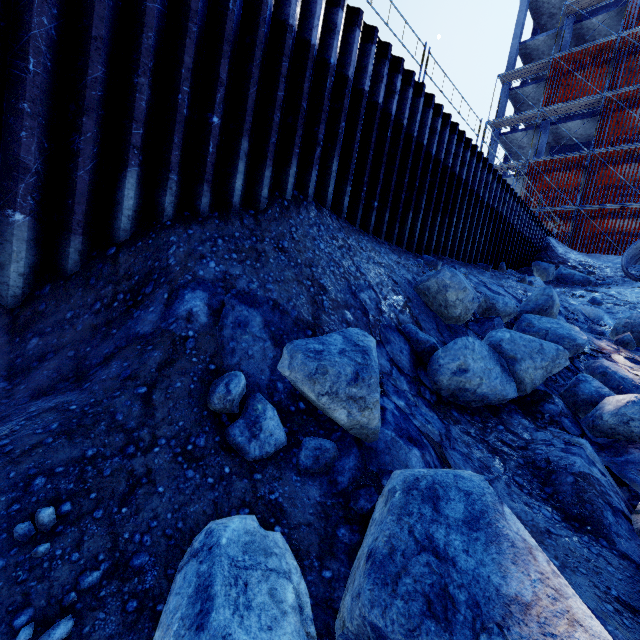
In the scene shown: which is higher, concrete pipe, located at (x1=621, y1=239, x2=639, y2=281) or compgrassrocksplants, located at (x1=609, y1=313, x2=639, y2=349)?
concrete pipe, located at (x1=621, y1=239, x2=639, y2=281)

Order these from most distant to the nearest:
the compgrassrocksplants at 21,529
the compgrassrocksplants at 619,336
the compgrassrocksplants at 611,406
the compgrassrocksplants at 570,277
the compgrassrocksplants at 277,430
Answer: the compgrassrocksplants at 570,277
the compgrassrocksplants at 619,336
the compgrassrocksplants at 611,406
the compgrassrocksplants at 277,430
the compgrassrocksplants at 21,529

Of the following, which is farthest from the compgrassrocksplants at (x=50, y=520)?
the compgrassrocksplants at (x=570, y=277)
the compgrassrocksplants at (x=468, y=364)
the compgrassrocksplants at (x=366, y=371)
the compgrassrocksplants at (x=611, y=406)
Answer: the compgrassrocksplants at (x=570, y=277)

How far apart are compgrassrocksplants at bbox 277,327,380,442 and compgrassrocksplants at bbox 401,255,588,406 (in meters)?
1.17

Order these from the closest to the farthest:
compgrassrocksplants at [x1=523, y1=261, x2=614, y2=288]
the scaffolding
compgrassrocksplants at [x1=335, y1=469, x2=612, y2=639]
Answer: compgrassrocksplants at [x1=335, y1=469, x2=612, y2=639], compgrassrocksplants at [x1=523, y1=261, x2=614, y2=288], the scaffolding

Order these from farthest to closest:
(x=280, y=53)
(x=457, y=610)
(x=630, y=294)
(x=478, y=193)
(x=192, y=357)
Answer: (x=630, y=294), (x=478, y=193), (x=280, y=53), (x=192, y=357), (x=457, y=610)

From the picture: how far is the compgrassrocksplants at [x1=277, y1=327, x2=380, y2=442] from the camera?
2.7m

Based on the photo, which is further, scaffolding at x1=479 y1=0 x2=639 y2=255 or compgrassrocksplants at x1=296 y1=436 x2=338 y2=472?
scaffolding at x1=479 y1=0 x2=639 y2=255
